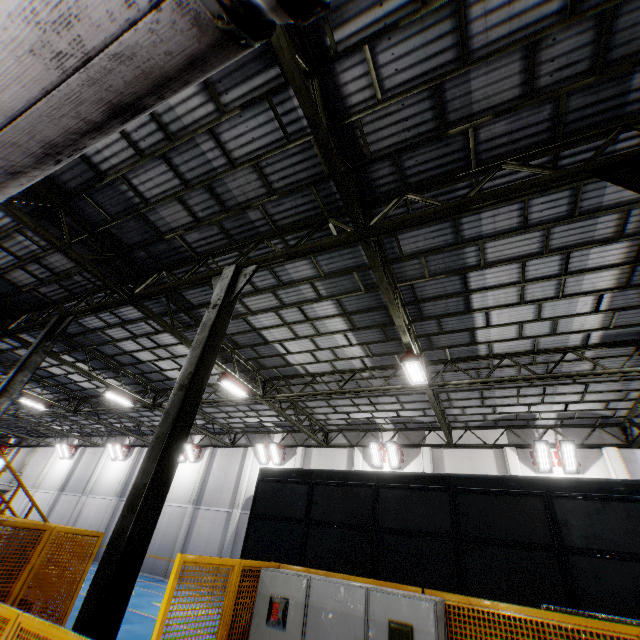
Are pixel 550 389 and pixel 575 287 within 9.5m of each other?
yes

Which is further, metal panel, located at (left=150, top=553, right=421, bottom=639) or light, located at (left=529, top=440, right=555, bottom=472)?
light, located at (left=529, top=440, right=555, bottom=472)

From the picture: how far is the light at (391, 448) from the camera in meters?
17.9

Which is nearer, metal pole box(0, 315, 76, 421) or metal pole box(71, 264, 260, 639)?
metal pole box(71, 264, 260, 639)

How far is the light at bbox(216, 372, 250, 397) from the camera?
13.2 meters

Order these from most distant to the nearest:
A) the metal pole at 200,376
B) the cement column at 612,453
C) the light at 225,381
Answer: the cement column at 612,453 → the light at 225,381 → the metal pole at 200,376

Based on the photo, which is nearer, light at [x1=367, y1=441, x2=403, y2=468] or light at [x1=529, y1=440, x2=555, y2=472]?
light at [x1=529, y1=440, x2=555, y2=472]

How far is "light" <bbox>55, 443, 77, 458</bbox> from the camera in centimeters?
3058cm
